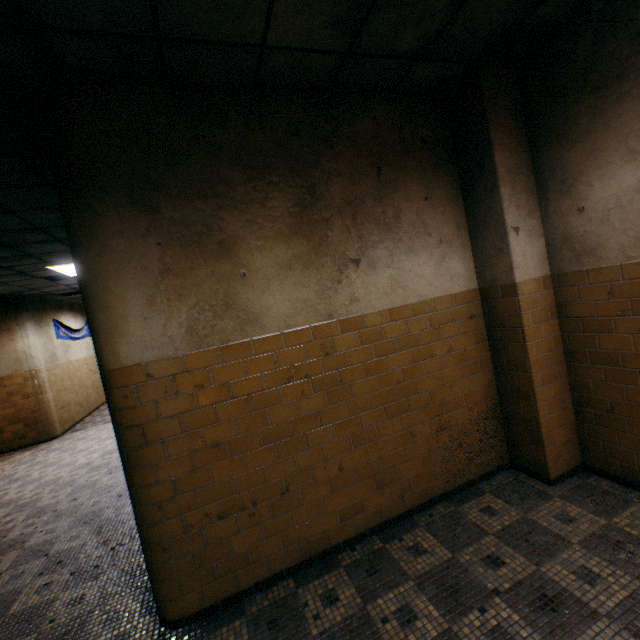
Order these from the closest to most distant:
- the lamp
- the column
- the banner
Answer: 1. the column
2. the lamp
3. the banner

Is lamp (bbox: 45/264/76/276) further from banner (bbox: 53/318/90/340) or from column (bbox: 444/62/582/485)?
column (bbox: 444/62/582/485)

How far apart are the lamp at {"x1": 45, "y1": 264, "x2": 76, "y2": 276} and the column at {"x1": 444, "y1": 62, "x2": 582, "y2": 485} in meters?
7.2 m

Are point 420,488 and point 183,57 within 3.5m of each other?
no

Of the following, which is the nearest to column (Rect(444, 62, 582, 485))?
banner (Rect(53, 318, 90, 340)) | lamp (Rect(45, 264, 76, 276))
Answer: lamp (Rect(45, 264, 76, 276))

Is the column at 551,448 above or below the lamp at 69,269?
below

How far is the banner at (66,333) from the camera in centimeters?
1004cm
